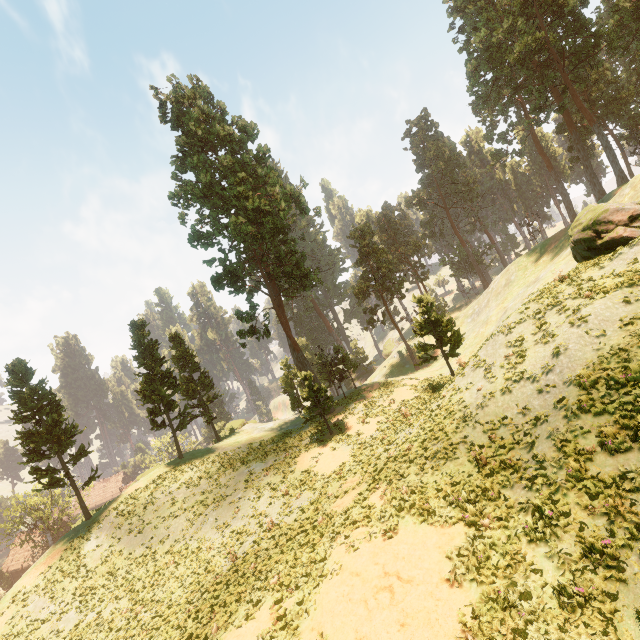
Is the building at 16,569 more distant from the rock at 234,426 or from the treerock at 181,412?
the rock at 234,426

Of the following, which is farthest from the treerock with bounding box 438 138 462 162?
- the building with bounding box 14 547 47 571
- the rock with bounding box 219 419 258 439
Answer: the rock with bounding box 219 419 258 439

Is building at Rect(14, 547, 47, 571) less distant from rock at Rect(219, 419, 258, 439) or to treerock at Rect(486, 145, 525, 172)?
treerock at Rect(486, 145, 525, 172)

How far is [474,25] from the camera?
44.50m

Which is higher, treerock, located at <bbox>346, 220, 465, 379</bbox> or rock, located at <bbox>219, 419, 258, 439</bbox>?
treerock, located at <bbox>346, 220, 465, 379</bbox>

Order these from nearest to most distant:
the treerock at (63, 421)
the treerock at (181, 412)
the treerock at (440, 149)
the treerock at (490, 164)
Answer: the treerock at (63, 421) → the treerock at (181, 412) → the treerock at (490, 164) → the treerock at (440, 149)
